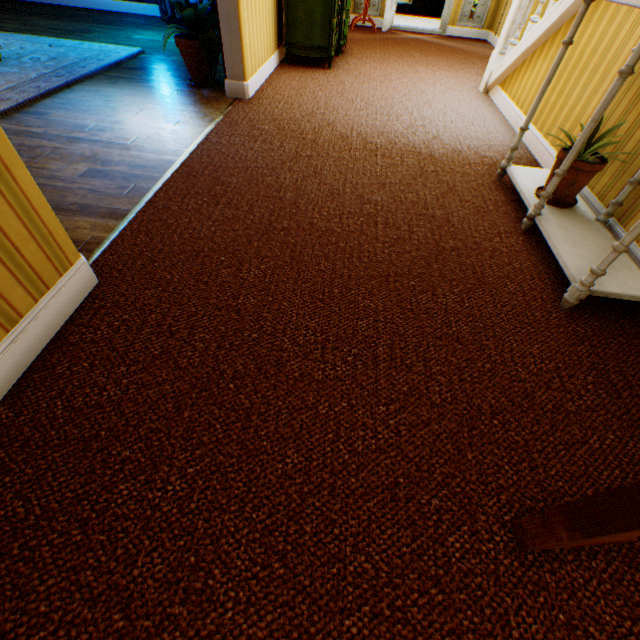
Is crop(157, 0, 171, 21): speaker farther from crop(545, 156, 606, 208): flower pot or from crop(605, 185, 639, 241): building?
crop(545, 156, 606, 208): flower pot

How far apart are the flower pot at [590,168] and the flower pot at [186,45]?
3.6 meters

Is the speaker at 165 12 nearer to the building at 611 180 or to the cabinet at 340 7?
the building at 611 180

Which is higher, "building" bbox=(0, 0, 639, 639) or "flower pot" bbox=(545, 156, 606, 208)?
"flower pot" bbox=(545, 156, 606, 208)

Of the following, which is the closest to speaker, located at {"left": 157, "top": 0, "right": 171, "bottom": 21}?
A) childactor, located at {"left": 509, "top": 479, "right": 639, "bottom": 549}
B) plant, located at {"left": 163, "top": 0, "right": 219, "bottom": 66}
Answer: plant, located at {"left": 163, "top": 0, "right": 219, "bottom": 66}

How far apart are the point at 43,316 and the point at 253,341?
0.9m

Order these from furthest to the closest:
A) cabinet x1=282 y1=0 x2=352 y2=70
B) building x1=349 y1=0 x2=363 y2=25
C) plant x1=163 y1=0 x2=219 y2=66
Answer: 1. building x1=349 y1=0 x2=363 y2=25
2. cabinet x1=282 y1=0 x2=352 y2=70
3. plant x1=163 y1=0 x2=219 y2=66

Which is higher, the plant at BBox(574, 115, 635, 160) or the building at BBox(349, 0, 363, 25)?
the plant at BBox(574, 115, 635, 160)
